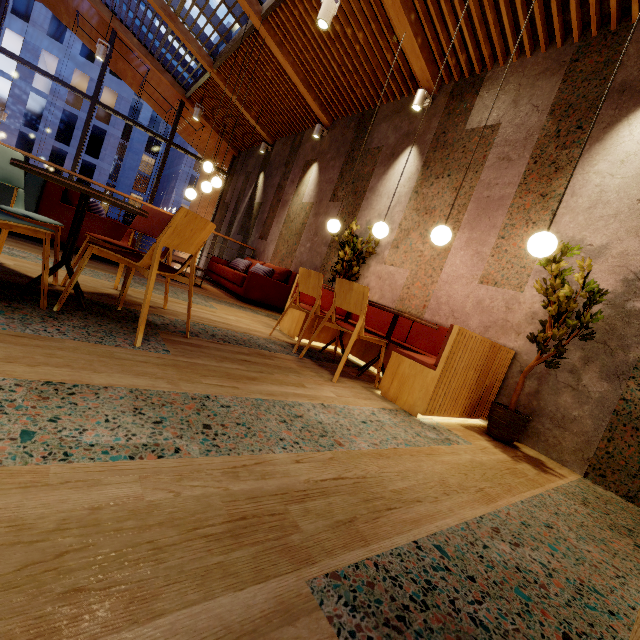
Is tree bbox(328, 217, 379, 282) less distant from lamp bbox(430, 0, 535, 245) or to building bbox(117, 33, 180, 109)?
building bbox(117, 33, 180, 109)

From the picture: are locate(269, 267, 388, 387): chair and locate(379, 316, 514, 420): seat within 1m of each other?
yes

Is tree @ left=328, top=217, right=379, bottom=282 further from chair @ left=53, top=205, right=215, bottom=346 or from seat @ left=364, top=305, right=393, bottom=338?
chair @ left=53, top=205, right=215, bottom=346

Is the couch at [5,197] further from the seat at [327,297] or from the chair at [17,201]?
the seat at [327,297]

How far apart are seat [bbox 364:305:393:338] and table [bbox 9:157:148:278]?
2.1 meters

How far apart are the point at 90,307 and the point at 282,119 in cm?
760

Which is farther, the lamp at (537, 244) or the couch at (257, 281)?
the couch at (257, 281)

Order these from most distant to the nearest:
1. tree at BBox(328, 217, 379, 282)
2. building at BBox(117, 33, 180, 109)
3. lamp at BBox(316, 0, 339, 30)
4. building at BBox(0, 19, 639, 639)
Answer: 1. building at BBox(117, 33, 180, 109)
2. tree at BBox(328, 217, 379, 282)
3. lamp at BBox(316, 0, 339, 30)
4. building at BBox(0, 19, 639, 639)
